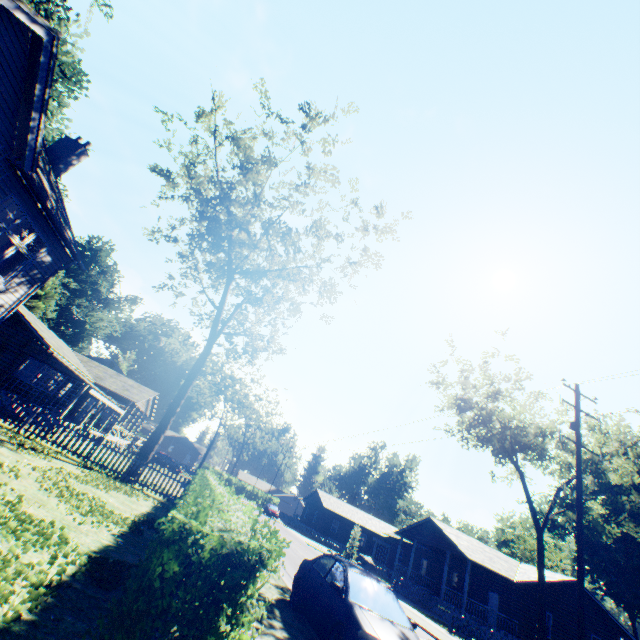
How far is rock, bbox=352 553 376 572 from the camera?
37.1m

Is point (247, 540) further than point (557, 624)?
No

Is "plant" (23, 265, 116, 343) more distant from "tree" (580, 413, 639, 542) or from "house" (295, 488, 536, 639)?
"house" (295, 488, 536, 639)

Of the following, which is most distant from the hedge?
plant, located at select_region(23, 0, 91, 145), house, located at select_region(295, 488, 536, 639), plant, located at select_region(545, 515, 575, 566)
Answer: plant, located at select_region(545, 515, 575, 566)

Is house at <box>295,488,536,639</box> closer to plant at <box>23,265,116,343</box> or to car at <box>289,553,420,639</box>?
car at <box>289,553,420,639</box>

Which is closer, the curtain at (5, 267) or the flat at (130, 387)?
the curtain at (5, 267)

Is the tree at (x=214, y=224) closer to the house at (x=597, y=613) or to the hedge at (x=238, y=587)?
the hedge at (x=238, y=587)

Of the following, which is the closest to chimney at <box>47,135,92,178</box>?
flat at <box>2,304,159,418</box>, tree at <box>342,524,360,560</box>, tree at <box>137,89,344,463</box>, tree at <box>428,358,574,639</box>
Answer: tree at <box>137,89,344,463</box>
